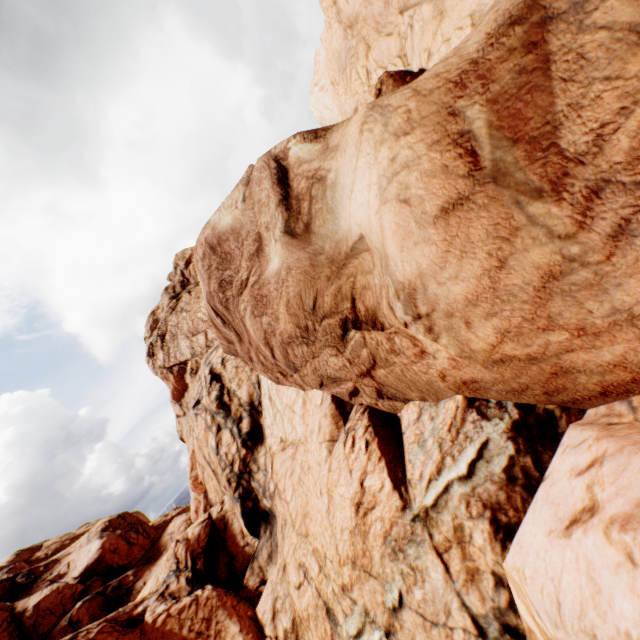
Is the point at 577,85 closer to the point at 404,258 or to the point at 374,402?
the point at 404,258
